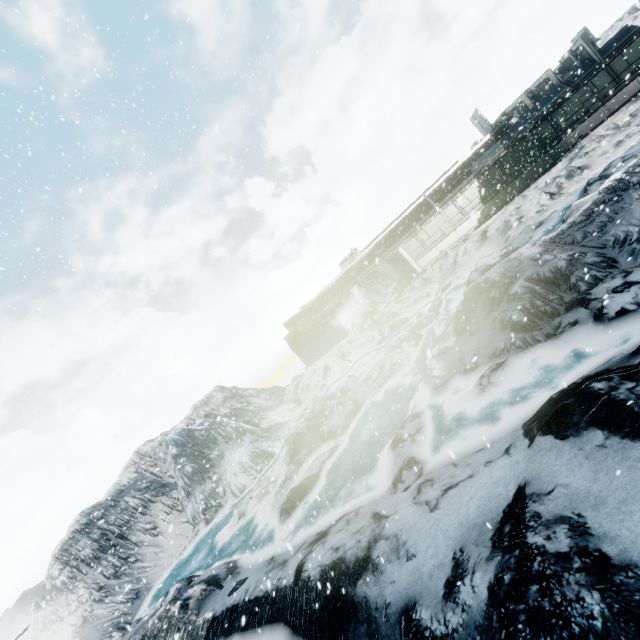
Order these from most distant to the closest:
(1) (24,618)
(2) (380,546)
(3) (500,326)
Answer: (1) (24,618)
(3) (500,326)
(2) (380,546)
